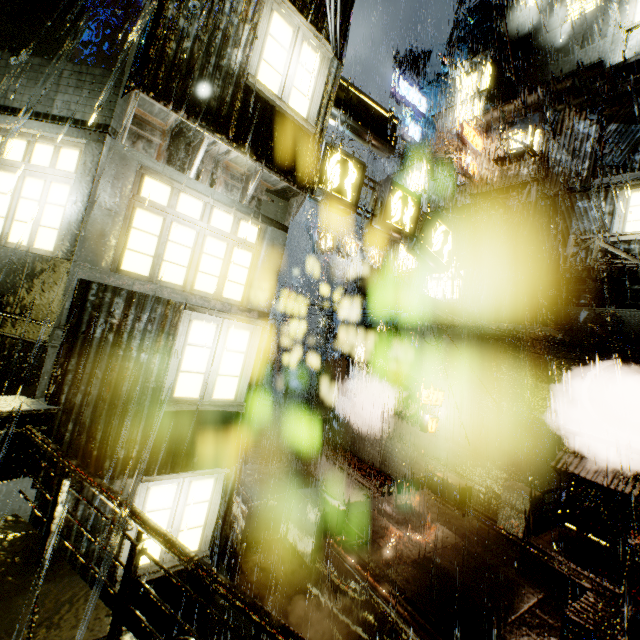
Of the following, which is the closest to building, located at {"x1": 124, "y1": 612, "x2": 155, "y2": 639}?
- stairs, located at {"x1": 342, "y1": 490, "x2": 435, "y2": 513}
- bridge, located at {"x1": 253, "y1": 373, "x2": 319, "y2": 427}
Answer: bridge, located at {"x1": 253, "y1": 373, "x2": 319, "y2": 427}

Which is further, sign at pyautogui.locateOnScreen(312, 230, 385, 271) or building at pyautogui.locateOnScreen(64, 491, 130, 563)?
sign at pyautogui.locateOnScreen(312, 230, 385, 271)

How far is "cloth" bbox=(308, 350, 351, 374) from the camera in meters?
21.9

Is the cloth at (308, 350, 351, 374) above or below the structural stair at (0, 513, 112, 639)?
above

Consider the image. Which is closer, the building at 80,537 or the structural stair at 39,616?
the structural stair at 39,616

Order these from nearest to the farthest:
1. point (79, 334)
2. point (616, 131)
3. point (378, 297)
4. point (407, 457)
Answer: point (79, 334)
point (616, 131)
point (407, 457)
point (378, 297)

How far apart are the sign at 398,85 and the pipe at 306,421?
20.5m

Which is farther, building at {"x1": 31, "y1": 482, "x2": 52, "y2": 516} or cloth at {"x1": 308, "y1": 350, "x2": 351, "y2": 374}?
cloth at {"x1": 308, "y1": 350, "x2": 351, "y2": 374}
